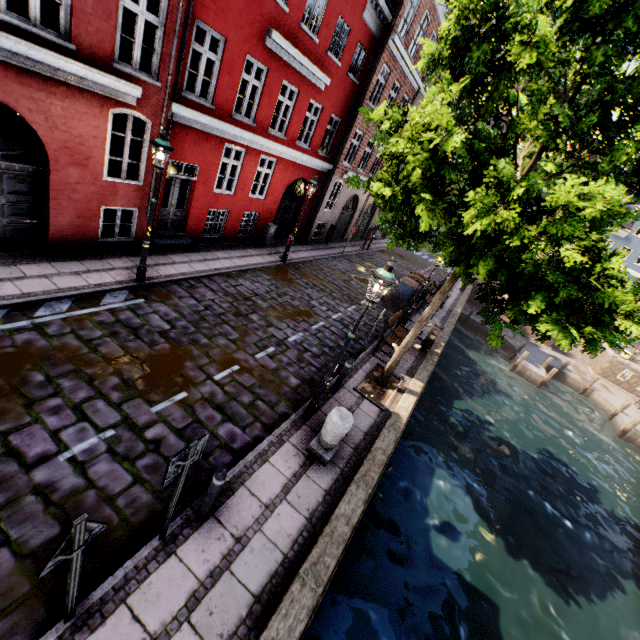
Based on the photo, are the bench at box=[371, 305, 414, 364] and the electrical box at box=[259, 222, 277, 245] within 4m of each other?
no

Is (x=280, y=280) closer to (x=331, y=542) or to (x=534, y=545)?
(x=331, y=542)

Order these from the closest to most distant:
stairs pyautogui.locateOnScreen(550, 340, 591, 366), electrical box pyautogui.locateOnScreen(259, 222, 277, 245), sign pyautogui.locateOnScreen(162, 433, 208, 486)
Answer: sign pyautogui.locateOnScreen(162, 433, 208, 486) → electrical box pyautogui.locateOnScreen(259, 222, 277, 245) → stairs pyautogui.locateOnScreen(550, 340, 591, 366)

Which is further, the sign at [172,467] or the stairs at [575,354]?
the stairs at [575,354]

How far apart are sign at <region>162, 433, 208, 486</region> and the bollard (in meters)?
0.48

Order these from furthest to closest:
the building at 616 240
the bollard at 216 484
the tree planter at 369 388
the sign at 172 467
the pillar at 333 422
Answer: the building at 616 240 < the tree planter at 369 388 < the pillar at 333 422 < the bollard at 216 484 < the sign at 172 467

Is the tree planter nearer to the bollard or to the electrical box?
the bollard

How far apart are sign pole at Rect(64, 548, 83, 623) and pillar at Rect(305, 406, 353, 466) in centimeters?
386cm
